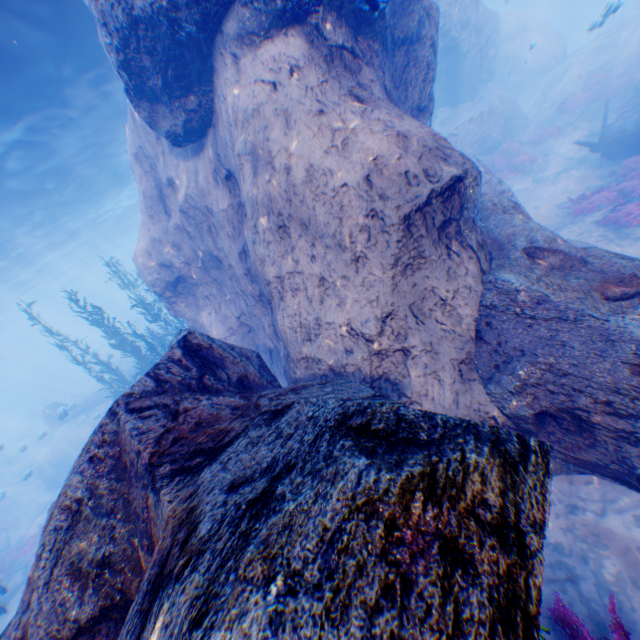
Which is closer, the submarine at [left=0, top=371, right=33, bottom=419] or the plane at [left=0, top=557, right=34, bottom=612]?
the plane at [left=0, top=557, right=34, bottom=612]

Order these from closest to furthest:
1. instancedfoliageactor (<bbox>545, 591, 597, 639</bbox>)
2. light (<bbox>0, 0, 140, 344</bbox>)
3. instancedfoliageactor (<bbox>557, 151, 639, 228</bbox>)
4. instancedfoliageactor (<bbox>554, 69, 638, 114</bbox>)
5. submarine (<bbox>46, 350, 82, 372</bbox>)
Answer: instancedfoliageactor (<bbox>545, 591, 597, 639</bbox>)
light (<bbox>0, 0, 140, 344</bbox>)
instancedfoliageactor (<bbox>557, 151, 639, 228</bbox>)
instancedfoliageactor (<bbox>554, 69, 638, 114</bbox>)
submarine (<bbox>46, 350, 82, 372</bbox>)

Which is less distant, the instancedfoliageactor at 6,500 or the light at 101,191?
the light at 101,191

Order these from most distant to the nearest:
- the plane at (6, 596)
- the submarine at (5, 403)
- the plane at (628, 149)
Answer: the submarine at (5, 403), the plane at (628, 149), the plane at (6, 596)

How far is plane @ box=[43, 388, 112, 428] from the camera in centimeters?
1657cm

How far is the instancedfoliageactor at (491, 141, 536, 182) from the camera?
16.8m

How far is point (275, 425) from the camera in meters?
2.3 m

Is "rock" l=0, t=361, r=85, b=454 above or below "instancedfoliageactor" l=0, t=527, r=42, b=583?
above
